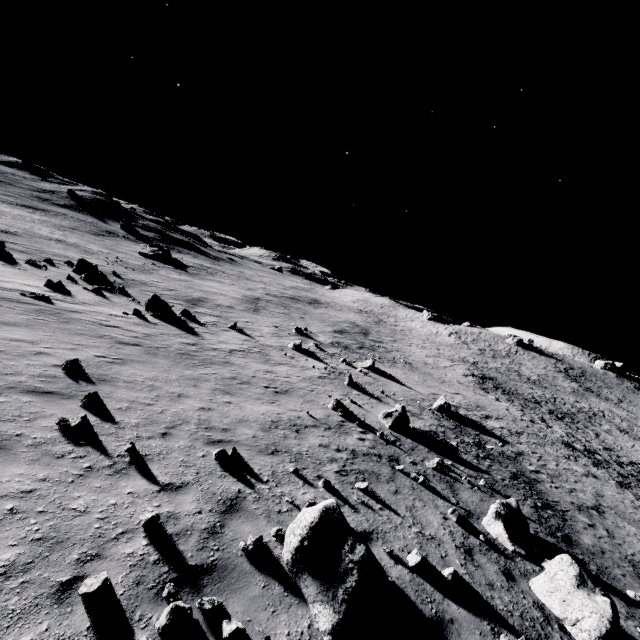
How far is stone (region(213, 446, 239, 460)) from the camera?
7.4 meters

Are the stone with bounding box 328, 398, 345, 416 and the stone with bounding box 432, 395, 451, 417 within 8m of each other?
no

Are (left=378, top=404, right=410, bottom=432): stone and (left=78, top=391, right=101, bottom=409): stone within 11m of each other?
no

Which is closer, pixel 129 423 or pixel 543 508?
pixel 129 423

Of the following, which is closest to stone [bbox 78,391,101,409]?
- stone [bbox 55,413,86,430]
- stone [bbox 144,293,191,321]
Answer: stone [bbox 55,413,86,430]

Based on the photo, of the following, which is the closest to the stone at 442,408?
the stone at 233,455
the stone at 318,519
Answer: the stone at 318,519

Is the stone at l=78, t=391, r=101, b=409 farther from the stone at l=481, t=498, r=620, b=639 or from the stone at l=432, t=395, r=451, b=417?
the stone at l=432, t=395, r=451, b=417

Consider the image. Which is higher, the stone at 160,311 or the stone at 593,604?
the stone at 593,604
